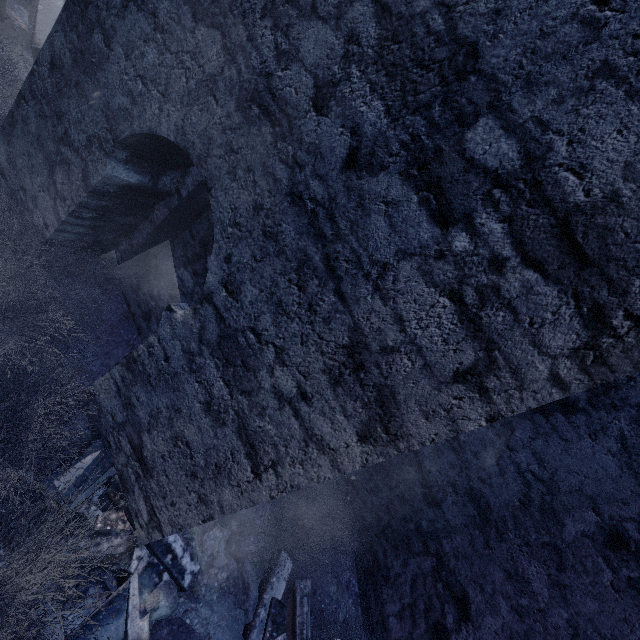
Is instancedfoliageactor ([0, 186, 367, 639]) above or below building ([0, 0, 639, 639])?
below

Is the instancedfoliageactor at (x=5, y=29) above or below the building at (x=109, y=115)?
below

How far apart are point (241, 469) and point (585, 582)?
3.4m

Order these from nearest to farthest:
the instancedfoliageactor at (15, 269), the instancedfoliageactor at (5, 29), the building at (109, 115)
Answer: the building at (109, 115)
the instancedfoliageactor at (15, 269)
the instancedfoliageactor at (5, 29)

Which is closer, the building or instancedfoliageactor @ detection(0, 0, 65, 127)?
the building

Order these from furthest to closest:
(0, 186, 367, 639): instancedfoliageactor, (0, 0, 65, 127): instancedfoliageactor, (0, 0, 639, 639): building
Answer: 1. (0, 0, 65, 127): instancedfoliageactor
2. (0, 186, 367, 639): instancedfoliageactor
3. (0, 0, 639, 639): building

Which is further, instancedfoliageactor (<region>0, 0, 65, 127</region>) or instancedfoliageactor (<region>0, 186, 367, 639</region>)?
instancedfoliageactor (<region>0, 0, 65, 127</region>)
